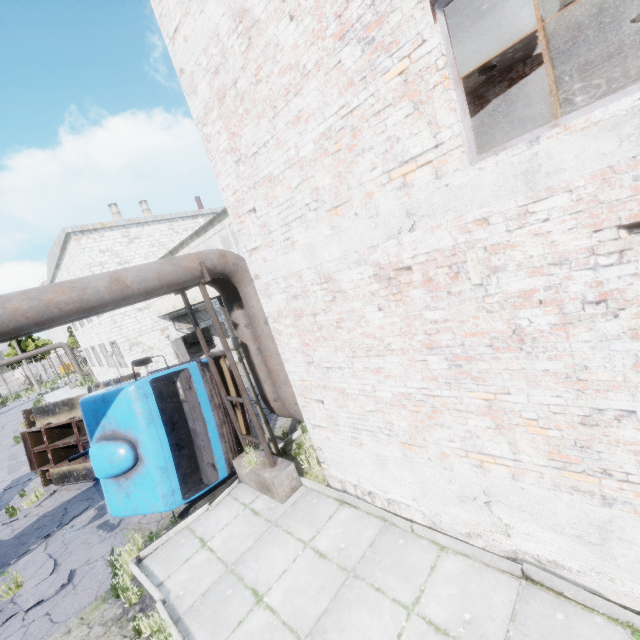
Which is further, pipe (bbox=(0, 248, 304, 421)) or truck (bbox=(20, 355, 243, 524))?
truck (bbox=(20, 355, 243, 524))

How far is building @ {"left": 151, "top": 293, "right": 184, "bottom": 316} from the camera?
18.83m

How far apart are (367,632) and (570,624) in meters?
2.2

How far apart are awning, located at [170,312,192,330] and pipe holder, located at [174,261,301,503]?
16.15m

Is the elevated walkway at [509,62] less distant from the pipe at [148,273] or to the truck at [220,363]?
the pipe at [148,273]

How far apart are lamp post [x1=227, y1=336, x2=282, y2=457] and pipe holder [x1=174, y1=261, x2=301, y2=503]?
0.2 meters

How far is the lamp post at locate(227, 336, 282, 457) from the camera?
7.2 meters

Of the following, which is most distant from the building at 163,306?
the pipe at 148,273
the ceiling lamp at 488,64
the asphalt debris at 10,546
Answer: the asphalt debris at 10,546
